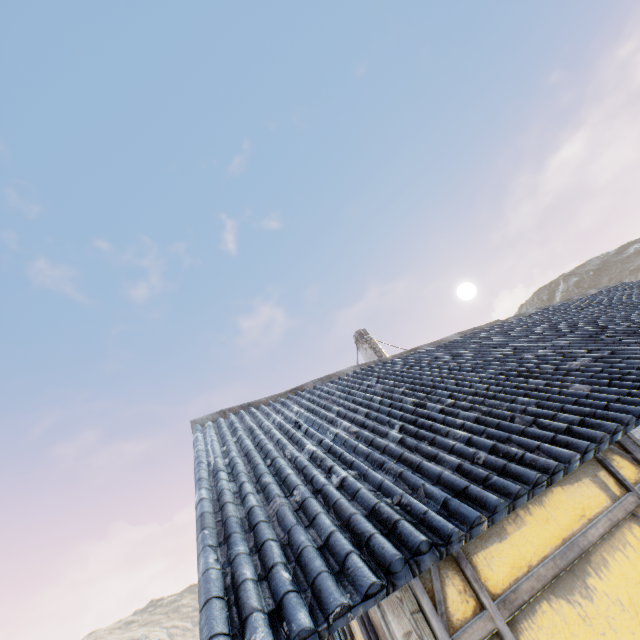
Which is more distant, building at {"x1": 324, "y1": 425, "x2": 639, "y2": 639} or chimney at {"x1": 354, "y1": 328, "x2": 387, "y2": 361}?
chimney at {"x1": 354, "y1": 328, "x2": 387, "y2": 361}

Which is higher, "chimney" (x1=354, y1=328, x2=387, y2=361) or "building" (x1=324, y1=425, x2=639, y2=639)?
"chimney" (x1=354, y1=328, x2=387, y2=361)

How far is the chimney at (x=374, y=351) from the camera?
11.3 meters

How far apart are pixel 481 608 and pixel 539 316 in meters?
7.8

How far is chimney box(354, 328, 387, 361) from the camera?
11.3 meters

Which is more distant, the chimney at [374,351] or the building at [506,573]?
the chimney at [374,351]
